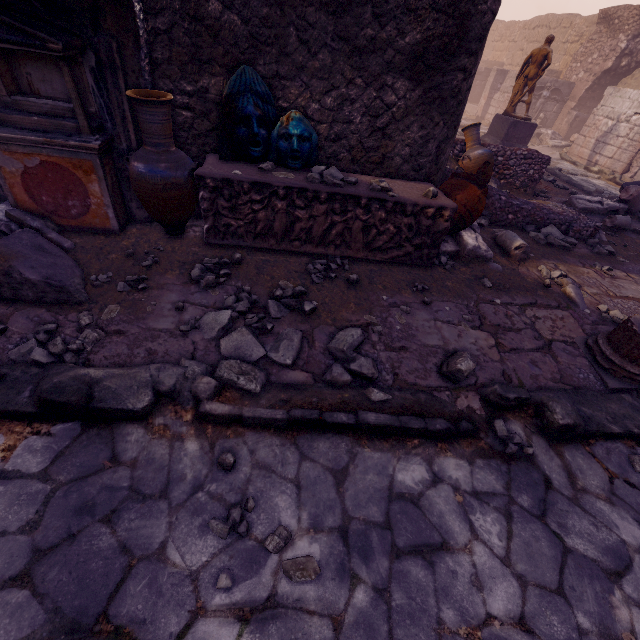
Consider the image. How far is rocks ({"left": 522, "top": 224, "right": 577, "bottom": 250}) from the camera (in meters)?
5.32

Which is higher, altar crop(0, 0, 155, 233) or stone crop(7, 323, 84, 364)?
altar crop(0, 0, 155, 233)

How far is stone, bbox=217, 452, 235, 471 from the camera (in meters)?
2.04

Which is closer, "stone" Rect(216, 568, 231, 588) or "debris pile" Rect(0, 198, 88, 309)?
"stone" Rect(216, 568, 231, 588)

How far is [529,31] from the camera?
19.9m

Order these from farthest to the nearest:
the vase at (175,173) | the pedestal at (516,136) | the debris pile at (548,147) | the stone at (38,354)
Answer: the debris pile at (548,147), the pedestal at (516,136), the vase at (175,173), the stone at (38,354)

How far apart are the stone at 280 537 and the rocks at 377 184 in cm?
321

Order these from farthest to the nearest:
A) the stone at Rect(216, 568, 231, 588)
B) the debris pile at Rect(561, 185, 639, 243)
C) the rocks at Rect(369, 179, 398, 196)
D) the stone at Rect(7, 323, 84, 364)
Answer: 1. the debris pile at Rect(561, 185, 639, 243)
2. the rocks at Rect(369, 179, 398, 196)
3. the stone at Rect(7, 323, 84, 364)
4. the stone at Rect(216, 568, 231, 588)
